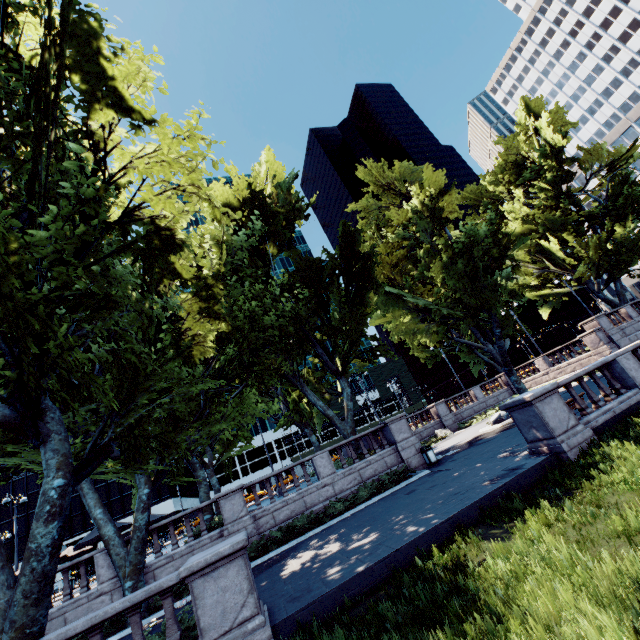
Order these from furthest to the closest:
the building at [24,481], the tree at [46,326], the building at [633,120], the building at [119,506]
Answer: the building at [633,120]
the building at [119,506]
the building at [24,481]
the tree at [46,326]

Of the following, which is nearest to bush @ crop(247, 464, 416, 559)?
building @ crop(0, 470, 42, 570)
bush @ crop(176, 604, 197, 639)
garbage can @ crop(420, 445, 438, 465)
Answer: garbage can @ crop(420, 445, 438, 465)

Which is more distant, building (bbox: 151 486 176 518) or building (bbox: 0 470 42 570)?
building (bbox: 151 486 176 518)

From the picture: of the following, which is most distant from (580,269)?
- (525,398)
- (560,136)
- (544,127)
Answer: (525,398)

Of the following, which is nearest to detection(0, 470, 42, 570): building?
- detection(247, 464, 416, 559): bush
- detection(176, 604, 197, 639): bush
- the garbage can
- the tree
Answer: the tree

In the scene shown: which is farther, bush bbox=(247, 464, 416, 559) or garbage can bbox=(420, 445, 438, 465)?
garbage can bbox=(420, 445, 438, 465)

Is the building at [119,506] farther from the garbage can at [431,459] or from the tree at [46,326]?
the garbage can at [431,459]

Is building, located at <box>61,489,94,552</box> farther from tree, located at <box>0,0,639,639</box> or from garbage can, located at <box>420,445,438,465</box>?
garbage can, located at <box>420,445,438,465</box>
